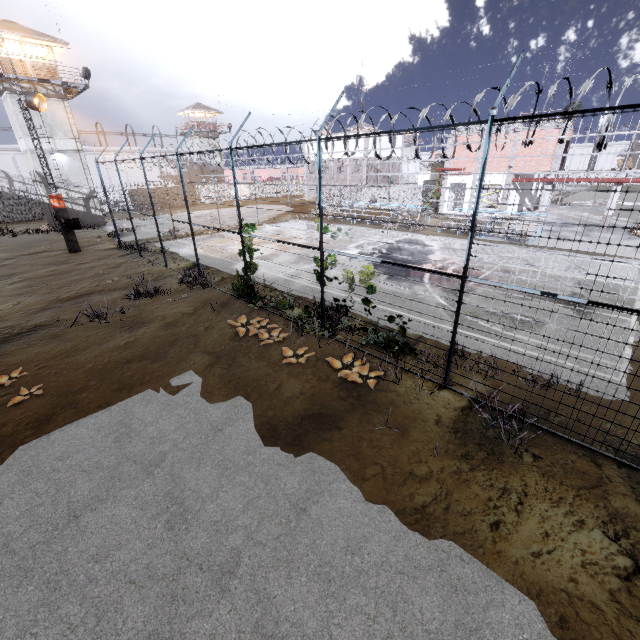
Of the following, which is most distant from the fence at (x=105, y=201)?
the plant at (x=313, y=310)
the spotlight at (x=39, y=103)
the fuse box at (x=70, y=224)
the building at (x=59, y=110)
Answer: the building at (x=59, y=110)

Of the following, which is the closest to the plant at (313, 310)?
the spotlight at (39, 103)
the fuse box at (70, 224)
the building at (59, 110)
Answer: the fuse box at (70, 224)

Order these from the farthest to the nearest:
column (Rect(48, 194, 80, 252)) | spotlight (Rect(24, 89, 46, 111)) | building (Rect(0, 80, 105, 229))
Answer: building (Rect(0, 80, 105, 229))
column (Rect(48, 194, 80, 252))
spotlight (Rect(24, 89, 46, 111))

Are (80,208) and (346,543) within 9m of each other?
no

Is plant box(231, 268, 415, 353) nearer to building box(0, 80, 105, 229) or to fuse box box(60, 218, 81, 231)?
fuse box box(60, 218, 81, 231)

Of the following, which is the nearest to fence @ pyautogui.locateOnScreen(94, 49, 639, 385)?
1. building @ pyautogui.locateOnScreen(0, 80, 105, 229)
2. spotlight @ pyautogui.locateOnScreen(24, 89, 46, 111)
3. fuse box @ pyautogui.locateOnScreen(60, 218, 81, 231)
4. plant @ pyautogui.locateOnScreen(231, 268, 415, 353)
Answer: plant @ pyautogui.locateOnScreen(231, 268, 415, 353)

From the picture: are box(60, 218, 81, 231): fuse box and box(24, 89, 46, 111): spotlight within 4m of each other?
no

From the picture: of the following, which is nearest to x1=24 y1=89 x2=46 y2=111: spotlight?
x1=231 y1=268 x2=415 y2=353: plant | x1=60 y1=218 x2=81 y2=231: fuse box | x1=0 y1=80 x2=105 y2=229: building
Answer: x1=60 y1=218 x2=81 y2=231: fuse box
